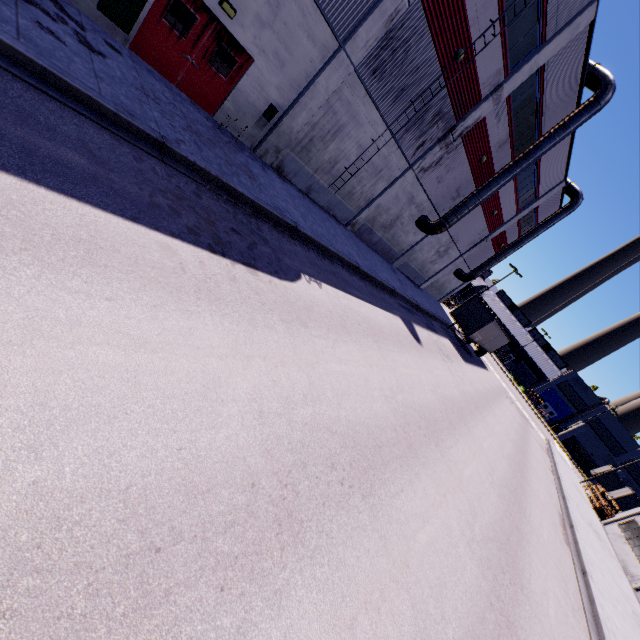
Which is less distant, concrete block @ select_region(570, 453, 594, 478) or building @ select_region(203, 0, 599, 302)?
building @ select_region(203, 0, 599, 302)

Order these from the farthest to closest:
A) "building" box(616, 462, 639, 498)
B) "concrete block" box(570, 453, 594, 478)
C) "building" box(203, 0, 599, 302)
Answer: "concrete block" box(570, 453, 594, 478) → "building" box(616, 462, 639, 498) → "building" box(203, 0, 599, 302)

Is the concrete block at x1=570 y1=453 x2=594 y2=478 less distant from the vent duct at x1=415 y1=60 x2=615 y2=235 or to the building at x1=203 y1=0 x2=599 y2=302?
the building at x1=203 y1=0 x2=599 y2=302

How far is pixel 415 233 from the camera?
24.5m

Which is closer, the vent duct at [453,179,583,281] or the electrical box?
the electrical box

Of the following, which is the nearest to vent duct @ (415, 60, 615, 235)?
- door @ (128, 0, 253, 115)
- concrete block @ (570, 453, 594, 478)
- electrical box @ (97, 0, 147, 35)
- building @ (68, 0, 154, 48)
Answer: building @ (68, 0, 154, 48)

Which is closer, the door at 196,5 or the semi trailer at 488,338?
the door at 196,5

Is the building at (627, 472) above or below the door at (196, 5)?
above
